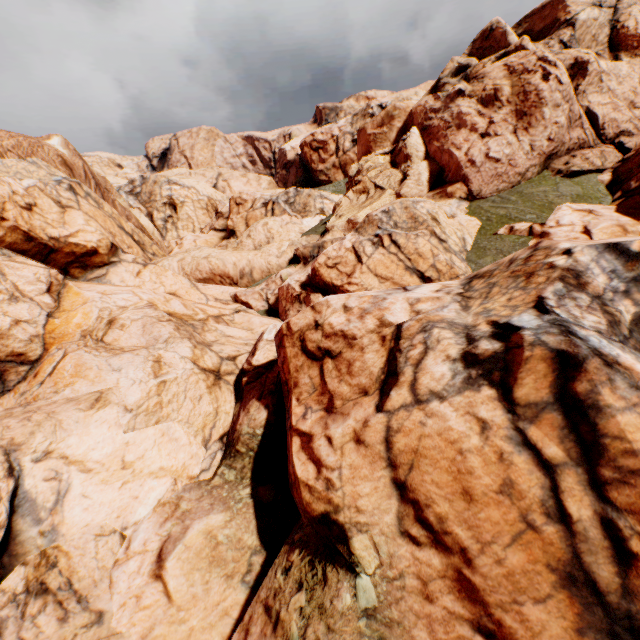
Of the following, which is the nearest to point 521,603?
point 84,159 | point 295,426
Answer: point 295,426
